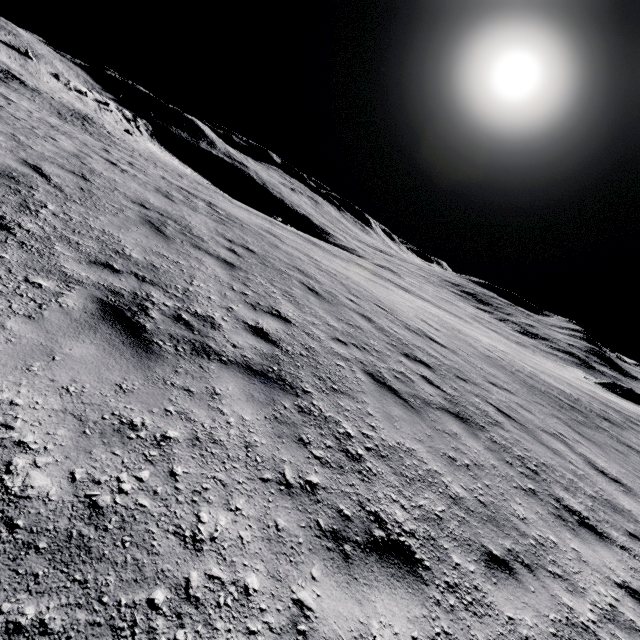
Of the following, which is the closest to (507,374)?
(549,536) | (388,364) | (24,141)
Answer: (388,364)
